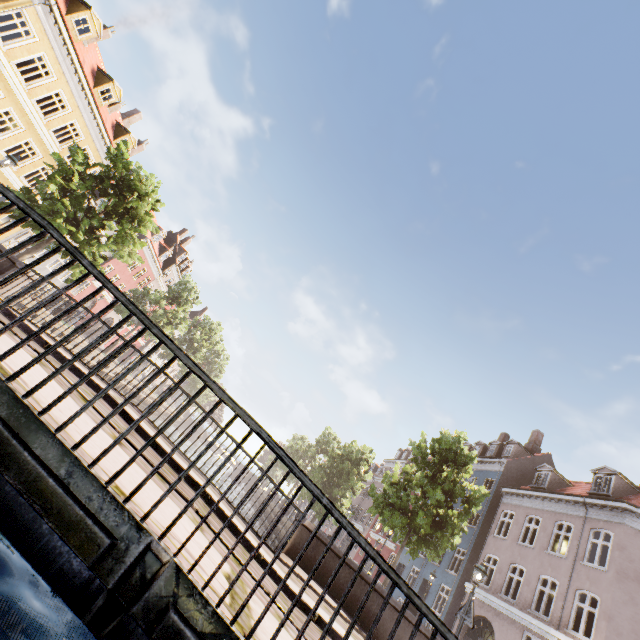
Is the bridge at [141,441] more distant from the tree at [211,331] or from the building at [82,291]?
the building at [82,291]

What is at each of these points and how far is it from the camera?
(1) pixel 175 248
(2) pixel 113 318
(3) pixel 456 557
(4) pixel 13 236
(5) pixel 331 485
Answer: (1) building, 43.1m
(2) building, 39.9m
(3) building, 26.0m
(4) building, 23.2m
(5) tree, 26.5m

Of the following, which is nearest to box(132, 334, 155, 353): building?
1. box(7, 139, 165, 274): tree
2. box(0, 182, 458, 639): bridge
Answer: box(7, 139, 165, 274): tree

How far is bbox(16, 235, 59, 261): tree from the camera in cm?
1495

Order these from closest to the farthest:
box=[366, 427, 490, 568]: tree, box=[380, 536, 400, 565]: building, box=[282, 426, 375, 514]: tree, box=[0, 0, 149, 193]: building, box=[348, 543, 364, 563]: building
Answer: box=[366, 427, 490, 568]: tree < box=[0, 0, 149, 193]: building < box=[282, 426, 375, 514]: tree < box=[380, 536, 400, 565]: building < box=[348, 543, 364, 563]: building

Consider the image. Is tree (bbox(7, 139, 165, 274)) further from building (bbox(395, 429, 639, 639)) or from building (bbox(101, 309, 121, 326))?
building (bbox(101, 309, 121, 326))

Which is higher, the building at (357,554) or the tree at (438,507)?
the tree at (438,507)
